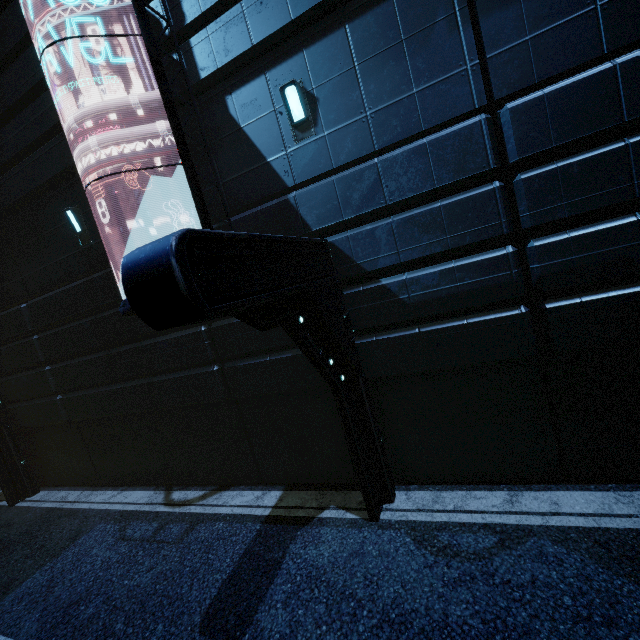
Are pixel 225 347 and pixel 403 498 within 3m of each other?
no

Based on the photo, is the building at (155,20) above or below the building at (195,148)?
above

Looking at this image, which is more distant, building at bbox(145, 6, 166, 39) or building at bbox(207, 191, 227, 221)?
building at bbox(207, 191, 227, 221)

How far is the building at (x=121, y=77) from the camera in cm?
625

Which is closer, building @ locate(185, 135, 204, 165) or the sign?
the sign
